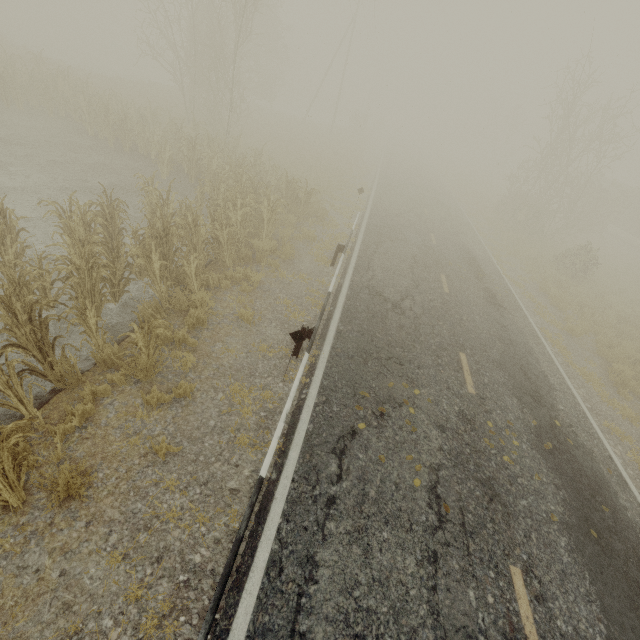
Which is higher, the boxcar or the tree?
the boxcar

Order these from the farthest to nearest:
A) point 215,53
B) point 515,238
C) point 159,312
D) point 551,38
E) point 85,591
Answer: point 515,238
point 551,38
point 215,53
point 159,312
point 85,591

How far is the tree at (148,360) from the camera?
5.20m

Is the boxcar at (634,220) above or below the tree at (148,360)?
above

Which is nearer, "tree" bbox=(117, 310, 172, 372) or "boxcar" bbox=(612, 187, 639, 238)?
"tree" bbox=(117, 310, 172, 372)

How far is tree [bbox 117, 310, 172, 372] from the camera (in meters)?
5.20
